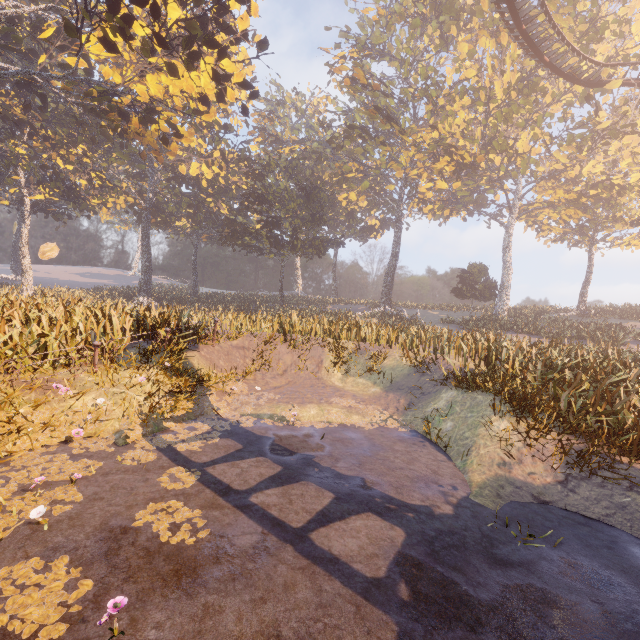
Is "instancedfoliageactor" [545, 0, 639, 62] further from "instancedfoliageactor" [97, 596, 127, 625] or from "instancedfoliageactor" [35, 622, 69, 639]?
"instancedfoliageactor" [35, 622, 69, 639]

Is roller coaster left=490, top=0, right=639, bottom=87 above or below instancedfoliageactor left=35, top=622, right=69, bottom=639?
above

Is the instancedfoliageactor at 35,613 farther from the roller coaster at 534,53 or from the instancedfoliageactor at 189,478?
the roller coaster at 534,53

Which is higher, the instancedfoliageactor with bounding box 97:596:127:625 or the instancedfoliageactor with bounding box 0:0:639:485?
the instancedfoliageactor with bounding box 0:0:639:485

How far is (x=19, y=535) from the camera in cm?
388

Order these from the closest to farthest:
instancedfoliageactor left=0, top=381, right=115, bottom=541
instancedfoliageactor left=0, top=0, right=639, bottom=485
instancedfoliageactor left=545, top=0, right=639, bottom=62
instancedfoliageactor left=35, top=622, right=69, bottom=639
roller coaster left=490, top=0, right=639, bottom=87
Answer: instancedfoliageactor left=35, top=622, right=69, bottom=639, instancedfoliageactor left=0, top=381, right=115, bottom=541, instancedfoliageactor left=0, top=0, right=639, bottom=485, roller coaster left=490, top=0, right=639, bottom=87, instancedfoliageactor left=545, top=0, right=639, bottom=62

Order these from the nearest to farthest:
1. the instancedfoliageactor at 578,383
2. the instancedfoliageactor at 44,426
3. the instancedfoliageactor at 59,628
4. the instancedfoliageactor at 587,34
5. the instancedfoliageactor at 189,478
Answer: the instancedfoliageactor at 59,628 < the instancedfoliageactor at 44,426 < the instancedfoliageactor at 189,478 < the instancedfoliageactor at 578,383 < the instancedfoliageactor at 587,34

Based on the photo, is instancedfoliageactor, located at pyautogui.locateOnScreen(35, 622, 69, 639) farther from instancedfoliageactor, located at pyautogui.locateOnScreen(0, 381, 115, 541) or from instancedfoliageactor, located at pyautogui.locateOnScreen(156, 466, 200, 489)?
instancedfoliageactor, located at pyautogui.locateOnScreen(0, 381, 115, 541)
